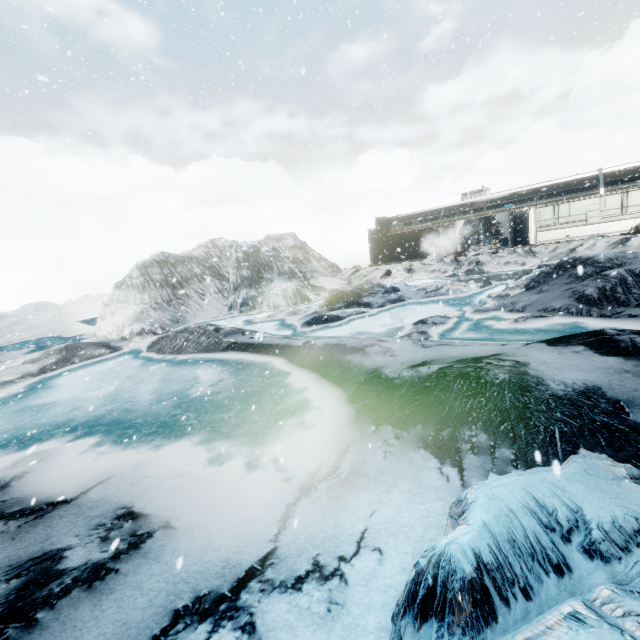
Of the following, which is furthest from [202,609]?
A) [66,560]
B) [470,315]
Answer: [470,315]
